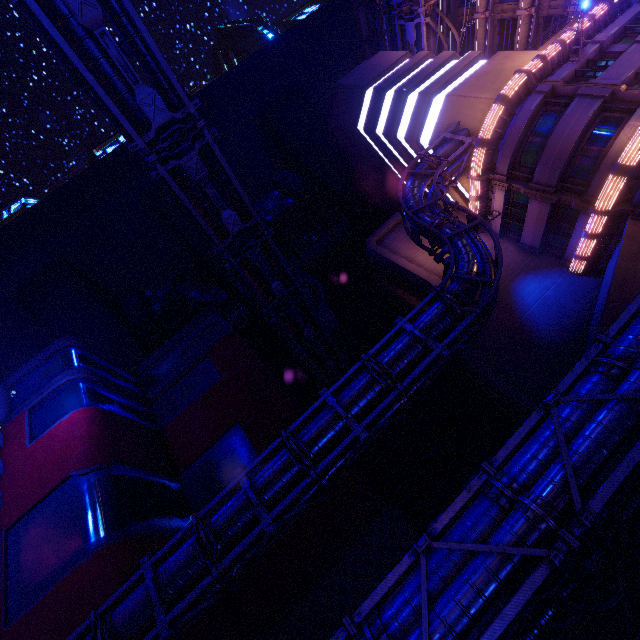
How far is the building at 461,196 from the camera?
24.7 meters

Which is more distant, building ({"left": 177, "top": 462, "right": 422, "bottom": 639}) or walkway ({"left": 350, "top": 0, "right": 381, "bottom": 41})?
walkway ({"left": 350, "top": 0, "right": 381, "bottom": 41})

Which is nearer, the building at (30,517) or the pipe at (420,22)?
Answer: the building at (30,517)

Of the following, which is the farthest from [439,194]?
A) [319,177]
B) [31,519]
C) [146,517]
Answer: [319,177]

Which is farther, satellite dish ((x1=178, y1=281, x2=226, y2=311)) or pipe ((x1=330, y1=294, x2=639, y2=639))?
satellite dish ((x1=178, y1=281, x2=226, y2=311))

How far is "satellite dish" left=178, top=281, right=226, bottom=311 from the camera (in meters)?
37.56

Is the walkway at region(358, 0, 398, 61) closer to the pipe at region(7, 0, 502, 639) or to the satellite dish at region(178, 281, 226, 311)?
the pipe at region(7, 0, 502, 639)

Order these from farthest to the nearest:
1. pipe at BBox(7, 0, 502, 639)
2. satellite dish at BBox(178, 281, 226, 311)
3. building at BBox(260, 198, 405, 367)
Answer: building at BBox(260, 198, 405, 367), satellite dish at BBox(178, 281, 226, 311), pipe at BBox(7, 0, 502, 639)
